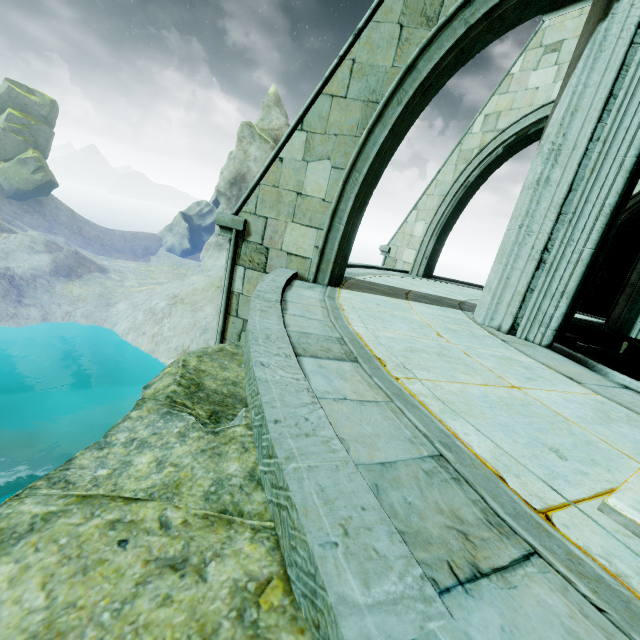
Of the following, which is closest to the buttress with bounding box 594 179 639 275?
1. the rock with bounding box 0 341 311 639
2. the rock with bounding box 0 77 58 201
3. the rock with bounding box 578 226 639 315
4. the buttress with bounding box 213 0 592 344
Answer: the rock with bounding box 578 226 639 315

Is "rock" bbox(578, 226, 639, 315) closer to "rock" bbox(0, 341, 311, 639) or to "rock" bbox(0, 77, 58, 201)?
"rock" bbox(0, 341, 311, 639)

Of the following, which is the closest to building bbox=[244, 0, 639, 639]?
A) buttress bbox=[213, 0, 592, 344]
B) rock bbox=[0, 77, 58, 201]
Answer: buttress bbox=[213, 0, 592, 344]

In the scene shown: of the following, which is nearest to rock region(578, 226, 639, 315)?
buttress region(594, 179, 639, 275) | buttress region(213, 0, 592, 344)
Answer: buttress region(594, 179, 639, 275)

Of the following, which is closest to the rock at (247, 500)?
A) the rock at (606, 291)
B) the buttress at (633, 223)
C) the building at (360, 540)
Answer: the building at (360, 540)

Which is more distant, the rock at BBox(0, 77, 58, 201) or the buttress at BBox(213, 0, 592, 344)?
the rock at BBox(0, 77, 58, 201)

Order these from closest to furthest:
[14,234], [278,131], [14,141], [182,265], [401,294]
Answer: [401,294]
[14,234]
[278,131]
[14,141]
[182,265]

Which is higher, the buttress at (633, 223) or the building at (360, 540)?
the buttress at (633, 223)
